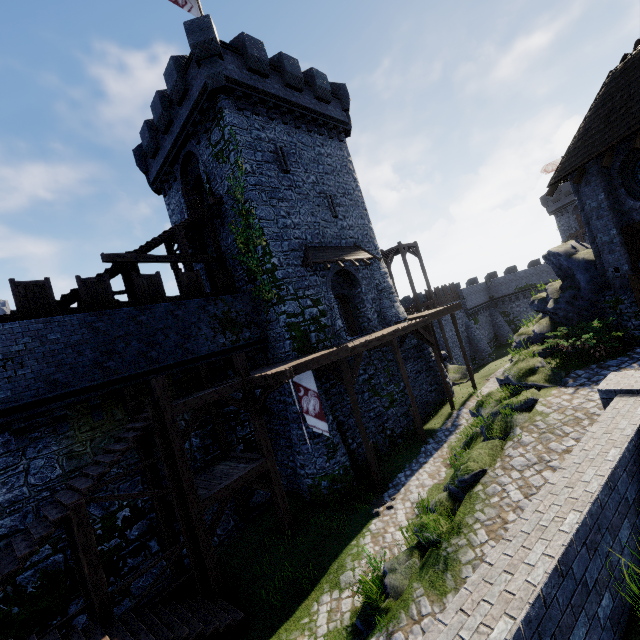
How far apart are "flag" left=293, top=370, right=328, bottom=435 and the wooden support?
0.8m

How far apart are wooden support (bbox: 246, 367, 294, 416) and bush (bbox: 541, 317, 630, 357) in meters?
10.3

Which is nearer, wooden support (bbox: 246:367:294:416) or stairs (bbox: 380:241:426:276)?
wooden support (bbox: 246:367:294:416)

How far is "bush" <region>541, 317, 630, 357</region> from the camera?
12.1 meters

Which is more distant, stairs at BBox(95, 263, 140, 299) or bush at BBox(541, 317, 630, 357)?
stairs at BBox(95, 263, 140, 299)

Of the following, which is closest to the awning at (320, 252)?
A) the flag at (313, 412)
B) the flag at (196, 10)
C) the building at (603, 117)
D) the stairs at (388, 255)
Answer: the stairs at (388, 255)

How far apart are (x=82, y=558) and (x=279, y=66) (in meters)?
23.52

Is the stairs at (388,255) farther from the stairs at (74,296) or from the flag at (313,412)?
the flag at (313,412)
